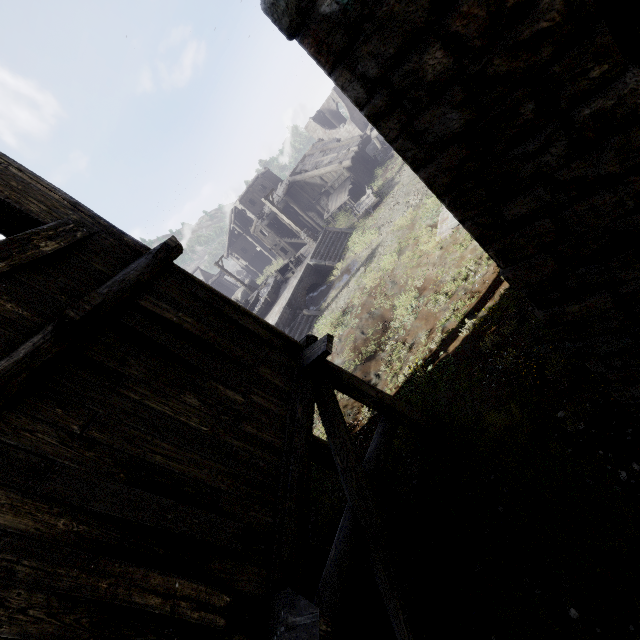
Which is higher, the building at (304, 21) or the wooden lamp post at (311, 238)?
the building at (304, 21)

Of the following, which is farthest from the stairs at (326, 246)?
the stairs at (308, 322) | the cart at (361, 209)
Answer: the stairs at (308, 322)

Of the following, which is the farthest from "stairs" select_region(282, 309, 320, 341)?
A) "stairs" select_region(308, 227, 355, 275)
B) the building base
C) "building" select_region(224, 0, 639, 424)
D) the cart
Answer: the cart

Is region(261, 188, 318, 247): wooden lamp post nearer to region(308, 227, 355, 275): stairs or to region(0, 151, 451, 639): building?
region(308, 227, 355, 275): stairs

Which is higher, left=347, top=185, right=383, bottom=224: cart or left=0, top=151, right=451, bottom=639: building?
left=0, top=151, right=451, bottom=639: building

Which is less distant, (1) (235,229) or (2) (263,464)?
(2) (263,464)

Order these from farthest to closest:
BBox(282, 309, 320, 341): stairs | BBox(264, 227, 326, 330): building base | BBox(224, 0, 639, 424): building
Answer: BBox(264, 227, 326, 330): building base → BBox(282, 309, 320, 341): stairs → BBox(224, 0, 639, 424): building

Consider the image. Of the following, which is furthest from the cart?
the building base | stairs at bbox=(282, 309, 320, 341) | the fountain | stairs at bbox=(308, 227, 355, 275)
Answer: stairs at bbox=(282, 309, 320, 341)
